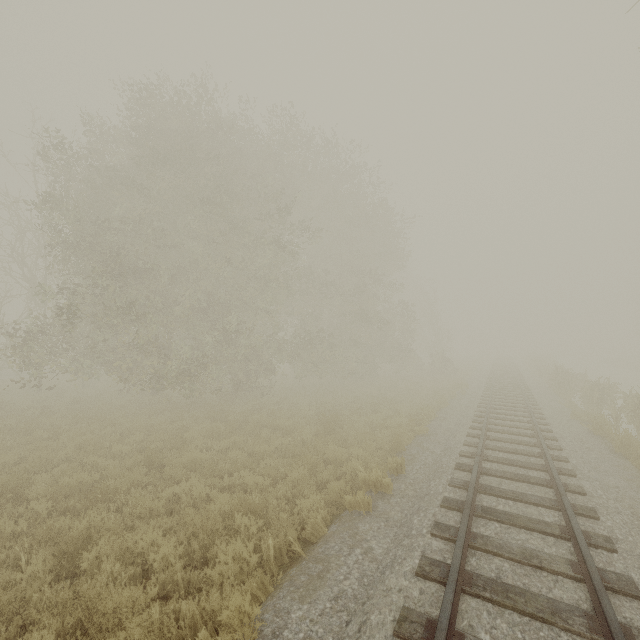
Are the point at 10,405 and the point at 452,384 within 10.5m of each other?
no
